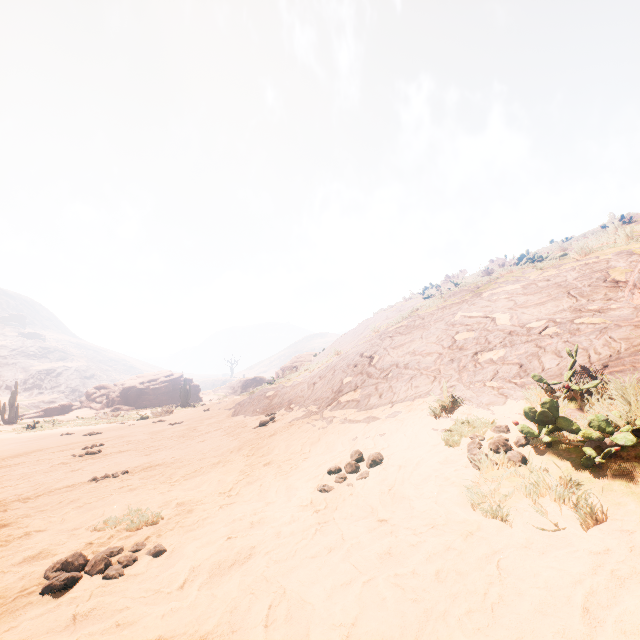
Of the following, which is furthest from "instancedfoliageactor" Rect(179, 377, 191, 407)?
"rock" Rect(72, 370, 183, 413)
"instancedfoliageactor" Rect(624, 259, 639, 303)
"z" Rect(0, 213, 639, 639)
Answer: "instancedfoliageactor" Rect(624, 259, 639, 303)

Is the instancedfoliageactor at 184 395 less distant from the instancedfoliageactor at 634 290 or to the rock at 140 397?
the rock at 140 397

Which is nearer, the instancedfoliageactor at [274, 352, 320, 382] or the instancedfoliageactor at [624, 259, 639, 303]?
the instancedfoliageactor at [624, 259, 639, 303]

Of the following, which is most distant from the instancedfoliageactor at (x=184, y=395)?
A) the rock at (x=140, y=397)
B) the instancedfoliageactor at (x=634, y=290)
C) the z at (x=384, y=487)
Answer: the instancedfoliageactor at (x=634, y=290)

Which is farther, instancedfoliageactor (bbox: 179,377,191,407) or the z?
instancedfoliageactor (bbox: 179,377,191,407)

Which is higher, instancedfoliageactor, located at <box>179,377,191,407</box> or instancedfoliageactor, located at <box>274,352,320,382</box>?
instancedfoliageactor, located at <box>274,352,320,382</box>

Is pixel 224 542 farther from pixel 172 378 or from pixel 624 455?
pixel 172 378

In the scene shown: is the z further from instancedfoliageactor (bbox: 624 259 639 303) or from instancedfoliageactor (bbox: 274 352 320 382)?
instancedfoliageactor (bbox: 274 352 320 382)
